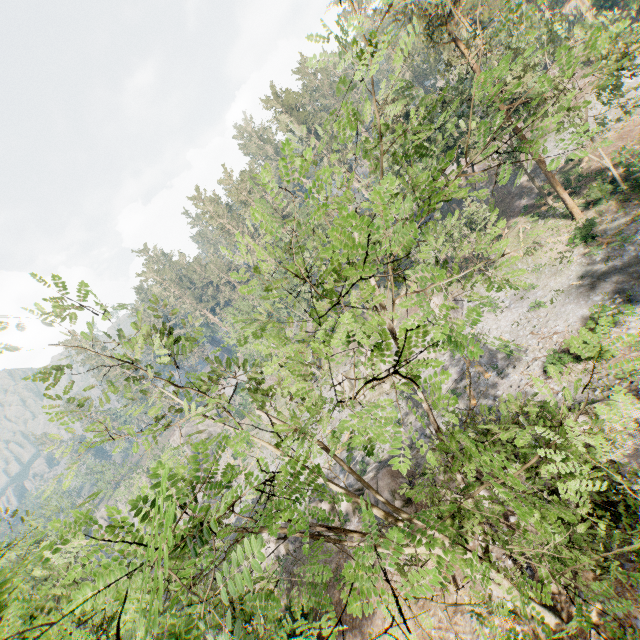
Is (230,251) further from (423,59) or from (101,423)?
(423,59)

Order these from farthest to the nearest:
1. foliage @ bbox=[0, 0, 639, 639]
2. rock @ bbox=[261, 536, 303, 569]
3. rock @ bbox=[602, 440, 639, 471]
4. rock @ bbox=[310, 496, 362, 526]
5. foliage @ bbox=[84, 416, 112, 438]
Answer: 1. rock @ bbox=[261, 536, 303, 569]
2. rock @ bbox=[310, 496, 362, 526]
3. rock @ bbox=[602, 440, 639, 471]
4. foliage @ bbox=[84, 416, 112, 438]
5. foliage @ bbox=[0, 0, 639, 639]

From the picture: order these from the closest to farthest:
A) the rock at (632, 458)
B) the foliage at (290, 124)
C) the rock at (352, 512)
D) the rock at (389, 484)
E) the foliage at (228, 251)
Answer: the foliage at (228, 251), the rock at (632, 458), the rock at (389, 484), the rock at (352, 512), the foliage at (290, 124)

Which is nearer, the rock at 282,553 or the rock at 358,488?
the rock at 358,488

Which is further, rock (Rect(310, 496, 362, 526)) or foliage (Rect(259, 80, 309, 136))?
foliage (Rect(259, 80, 309, 136))

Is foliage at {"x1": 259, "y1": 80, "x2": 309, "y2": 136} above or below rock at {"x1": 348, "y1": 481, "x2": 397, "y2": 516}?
above
